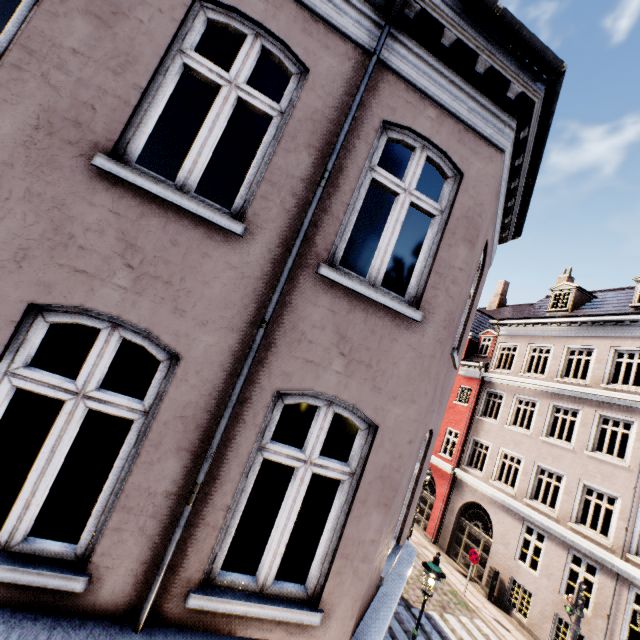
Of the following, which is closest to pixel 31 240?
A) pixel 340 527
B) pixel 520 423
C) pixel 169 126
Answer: pixel 340 527

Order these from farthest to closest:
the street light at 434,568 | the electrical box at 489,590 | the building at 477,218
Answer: the electrical box at 489,590 < the street light at 434,568 < the building at 477,218

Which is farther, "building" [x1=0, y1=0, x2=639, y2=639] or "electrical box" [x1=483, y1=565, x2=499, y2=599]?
"electrical box" [x1=483, y1=565, x2=499, y2=599]

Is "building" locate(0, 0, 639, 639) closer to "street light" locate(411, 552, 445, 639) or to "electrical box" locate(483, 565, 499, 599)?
"electrical box" locate(483, 565, 499, 599)

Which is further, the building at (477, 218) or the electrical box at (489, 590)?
the electrical box at (489, 590)

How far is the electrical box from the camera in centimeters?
1459cm
